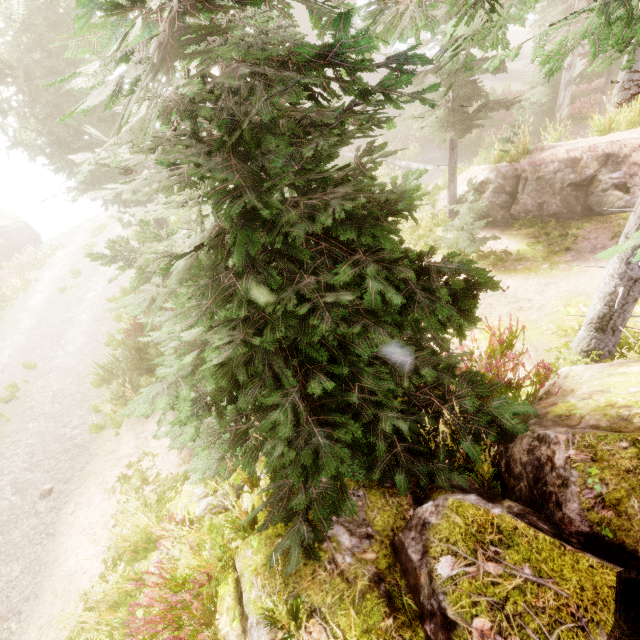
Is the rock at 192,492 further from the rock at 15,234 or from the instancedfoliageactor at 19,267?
the rock at 15,234

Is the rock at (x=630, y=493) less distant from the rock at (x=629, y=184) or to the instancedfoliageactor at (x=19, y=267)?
the instancedfoliageactor at (x=19, y=267)

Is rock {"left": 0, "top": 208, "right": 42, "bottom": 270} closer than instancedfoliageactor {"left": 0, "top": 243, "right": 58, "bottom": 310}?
No

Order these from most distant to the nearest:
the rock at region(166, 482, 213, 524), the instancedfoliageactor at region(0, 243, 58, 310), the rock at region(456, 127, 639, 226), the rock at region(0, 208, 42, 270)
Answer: the rock at region(0, 208, 42, 270) → the instancedfoliageactor at region(0, 243, 58, 310) → the rock at region(456, 127, 639, 226) → the rock at region(166, 482, 213, 524)

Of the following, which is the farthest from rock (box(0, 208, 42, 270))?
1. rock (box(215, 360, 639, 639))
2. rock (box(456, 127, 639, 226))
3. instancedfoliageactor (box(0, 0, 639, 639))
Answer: rock (box(456, 127, 639, 226))

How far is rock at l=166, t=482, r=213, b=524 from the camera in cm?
588

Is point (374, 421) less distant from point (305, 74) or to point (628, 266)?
point (305, 74)
